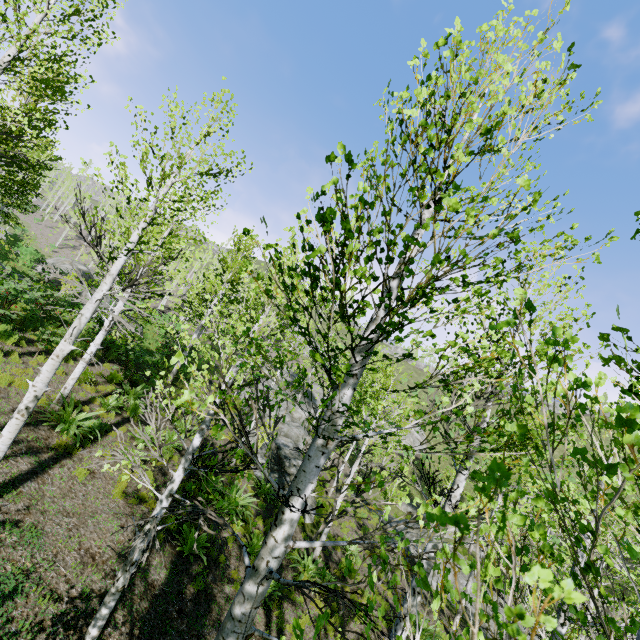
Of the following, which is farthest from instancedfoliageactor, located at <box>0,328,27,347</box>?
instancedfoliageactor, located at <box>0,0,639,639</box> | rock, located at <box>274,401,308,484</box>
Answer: instancedfoliageactor, located at <box>0,0,639,639</box>

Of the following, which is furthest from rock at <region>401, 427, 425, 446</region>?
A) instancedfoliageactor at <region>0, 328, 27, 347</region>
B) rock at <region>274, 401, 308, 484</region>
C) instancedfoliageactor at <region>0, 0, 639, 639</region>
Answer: instancedfoliageactor at <region>0, 328, 27, 347</region>

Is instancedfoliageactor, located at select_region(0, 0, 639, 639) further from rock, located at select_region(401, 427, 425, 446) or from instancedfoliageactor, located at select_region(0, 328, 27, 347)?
rock, located at select_region(401, 427, 425, 446)

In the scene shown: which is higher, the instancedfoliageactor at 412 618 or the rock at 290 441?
the instancedfoliageactor at 412 618

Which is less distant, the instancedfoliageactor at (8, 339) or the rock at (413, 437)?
the instancedfoliageactor at (8, 339)

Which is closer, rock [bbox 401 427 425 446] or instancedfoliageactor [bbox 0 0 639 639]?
instancedfoliageactor [bbox 0 0 639 639]

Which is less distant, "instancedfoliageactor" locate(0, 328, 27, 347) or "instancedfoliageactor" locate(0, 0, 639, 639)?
"instancedfoliageactor" locate(0, 0, 639, 639)

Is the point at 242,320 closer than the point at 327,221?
No
